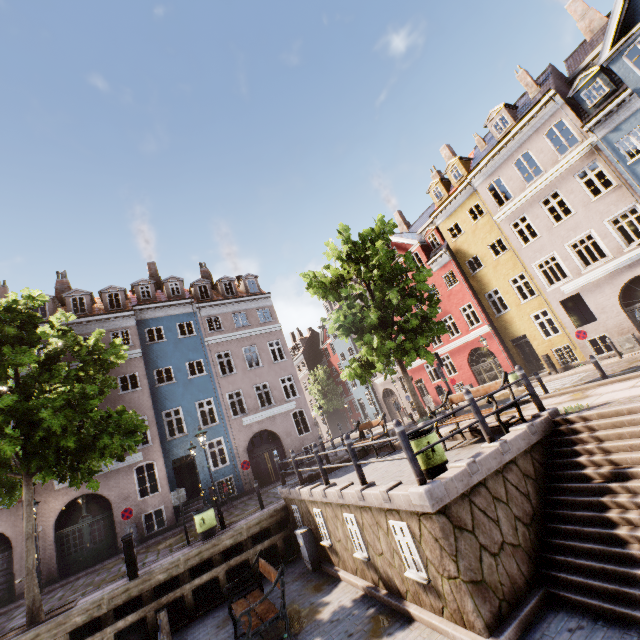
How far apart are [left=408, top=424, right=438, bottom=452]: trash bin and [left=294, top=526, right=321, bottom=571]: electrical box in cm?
494

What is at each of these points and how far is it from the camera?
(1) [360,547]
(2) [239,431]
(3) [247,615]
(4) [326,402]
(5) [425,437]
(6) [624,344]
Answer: (1) window, 7.4m
(2) building, 21.4m
(3) bench, 6.2m
(4) tree, 44.0m
(5) trash bin, 6.5m
(6) electrical box, 16.4m

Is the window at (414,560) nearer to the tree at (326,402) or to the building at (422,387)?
the building at (422,387)

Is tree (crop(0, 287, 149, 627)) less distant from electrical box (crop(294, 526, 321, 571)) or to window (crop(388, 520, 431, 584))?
electrical box (crop(294, 526, 321, 571))

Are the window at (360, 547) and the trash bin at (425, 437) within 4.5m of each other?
yes

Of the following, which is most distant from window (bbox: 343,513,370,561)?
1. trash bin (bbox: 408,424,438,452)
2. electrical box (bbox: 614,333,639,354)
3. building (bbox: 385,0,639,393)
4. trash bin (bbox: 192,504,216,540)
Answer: electrical box (bbox: 614,333,639,354)

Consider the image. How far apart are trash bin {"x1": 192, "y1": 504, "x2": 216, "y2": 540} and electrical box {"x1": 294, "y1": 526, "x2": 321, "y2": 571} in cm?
365

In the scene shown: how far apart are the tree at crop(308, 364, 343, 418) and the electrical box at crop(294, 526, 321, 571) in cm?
3475
